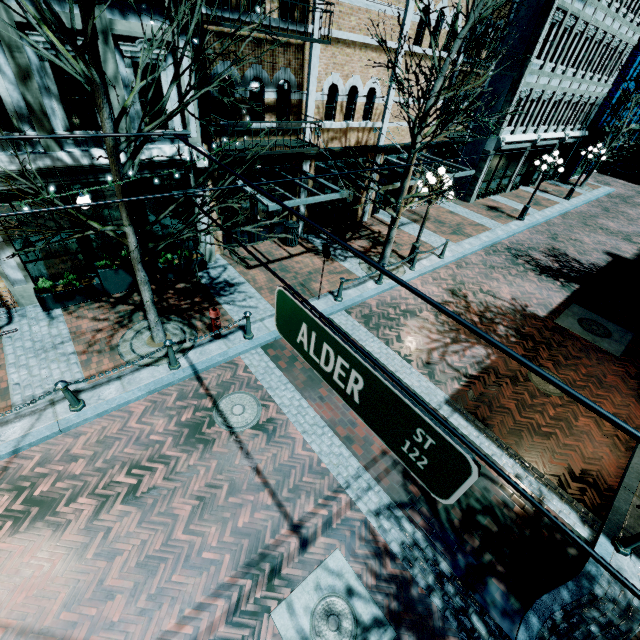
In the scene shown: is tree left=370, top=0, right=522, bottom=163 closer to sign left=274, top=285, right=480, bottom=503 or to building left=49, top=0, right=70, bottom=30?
building left=49, top=0, right=70, bottom=30

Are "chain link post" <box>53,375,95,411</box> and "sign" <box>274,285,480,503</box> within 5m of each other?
no

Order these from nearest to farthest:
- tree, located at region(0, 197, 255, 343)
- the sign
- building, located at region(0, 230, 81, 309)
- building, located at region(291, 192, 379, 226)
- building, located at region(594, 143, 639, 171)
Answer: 1. the sign
2. tree, located at region(0, 197, 255, 343)
3. building, located at region(0, 230, 81, 309)
4. building, located at region(291, 192, 379, 226)
5. building, located at region(594, 143, 639, 171)

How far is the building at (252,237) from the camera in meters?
12.1

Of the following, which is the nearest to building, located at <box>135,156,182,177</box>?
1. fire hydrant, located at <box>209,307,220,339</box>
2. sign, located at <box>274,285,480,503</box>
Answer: fire hydrant, located at <box>209,307,220,339</box>

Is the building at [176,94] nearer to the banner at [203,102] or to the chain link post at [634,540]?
the banner at [203,102]

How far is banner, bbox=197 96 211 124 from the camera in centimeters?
809cm

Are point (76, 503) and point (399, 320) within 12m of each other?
yes
